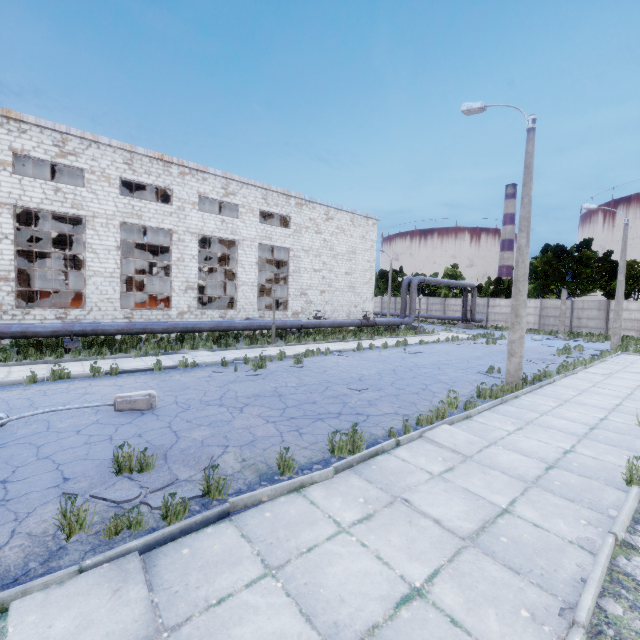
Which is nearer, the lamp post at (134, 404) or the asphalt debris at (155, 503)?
the asphalt debris at (155, 503)

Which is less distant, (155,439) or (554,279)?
(155,439)

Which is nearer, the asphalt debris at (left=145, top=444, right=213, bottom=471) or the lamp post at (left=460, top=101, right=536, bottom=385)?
the asphalt debris at (left=145, top=444, right=213, bottom=471)

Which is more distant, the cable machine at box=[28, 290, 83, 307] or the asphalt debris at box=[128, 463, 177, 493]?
the cable machine at box=[28, 290, 83, 307]

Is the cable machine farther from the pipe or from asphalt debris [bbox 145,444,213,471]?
asphalt debris [bbox 145,444,213,471]

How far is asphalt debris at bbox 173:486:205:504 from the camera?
4.2 meters

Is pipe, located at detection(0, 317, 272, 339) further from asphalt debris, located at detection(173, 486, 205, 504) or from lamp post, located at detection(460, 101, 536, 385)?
lamp post, located at detection(460, 101, 536, 385)

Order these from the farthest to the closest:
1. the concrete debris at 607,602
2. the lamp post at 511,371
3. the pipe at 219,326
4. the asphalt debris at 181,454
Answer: the pipe at 219,326
the lamp post at 511,371
the asphalt debris at 181,454
the concrete debris at 607,602
